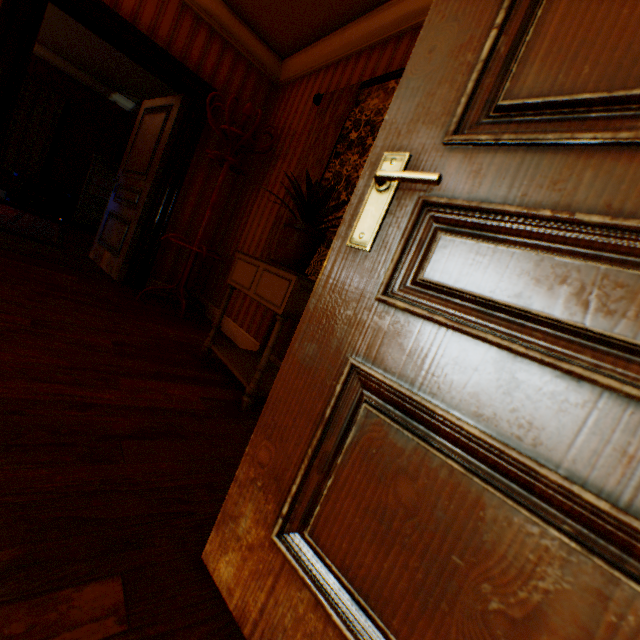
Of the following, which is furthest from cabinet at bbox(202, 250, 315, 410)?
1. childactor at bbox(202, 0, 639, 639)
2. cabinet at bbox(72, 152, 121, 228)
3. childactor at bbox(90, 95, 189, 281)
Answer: cabinet at bbox(72, 152, 121, 228)

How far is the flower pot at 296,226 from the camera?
2.0m

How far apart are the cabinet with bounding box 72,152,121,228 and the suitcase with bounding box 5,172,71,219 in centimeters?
19cm

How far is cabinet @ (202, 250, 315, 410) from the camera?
1.8m

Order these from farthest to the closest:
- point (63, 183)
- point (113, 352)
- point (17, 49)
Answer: point (63, 183) < point (17, 49) < point (113, 352)

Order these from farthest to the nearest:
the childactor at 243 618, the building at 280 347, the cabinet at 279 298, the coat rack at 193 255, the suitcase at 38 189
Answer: the suitcase at 38 189 → the coat rack at 193 255 → the building at 280 347 → the cabinet at 279 298 → the childactor at 243 618

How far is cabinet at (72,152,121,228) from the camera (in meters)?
7.09

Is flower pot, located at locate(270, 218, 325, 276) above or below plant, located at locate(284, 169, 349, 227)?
below
